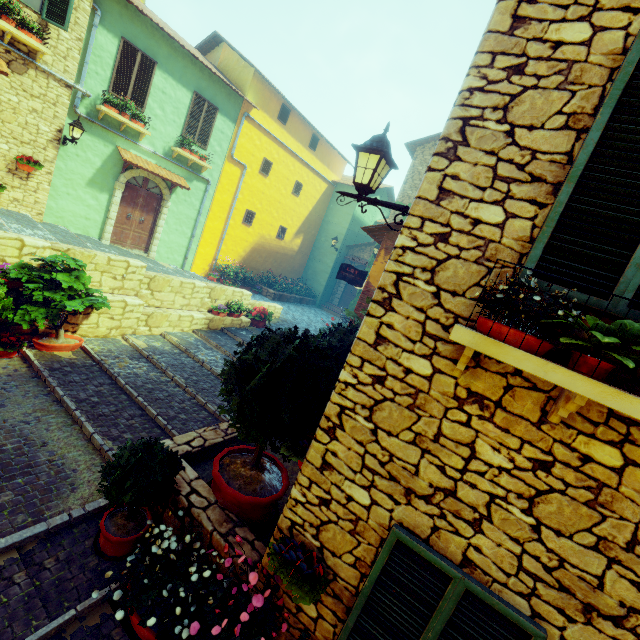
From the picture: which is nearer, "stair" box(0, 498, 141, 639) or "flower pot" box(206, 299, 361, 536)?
"stair" box(0, 498, 141, 639)

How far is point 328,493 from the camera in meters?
2.9 m

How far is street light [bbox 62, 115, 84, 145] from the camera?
9.3m

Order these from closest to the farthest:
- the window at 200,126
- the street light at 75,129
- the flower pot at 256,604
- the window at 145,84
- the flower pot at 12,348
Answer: the flower pot at 256,604 → the flower pot at 12,348 → the street light at 75,129 → the window at 145,84 → the window at 200,126

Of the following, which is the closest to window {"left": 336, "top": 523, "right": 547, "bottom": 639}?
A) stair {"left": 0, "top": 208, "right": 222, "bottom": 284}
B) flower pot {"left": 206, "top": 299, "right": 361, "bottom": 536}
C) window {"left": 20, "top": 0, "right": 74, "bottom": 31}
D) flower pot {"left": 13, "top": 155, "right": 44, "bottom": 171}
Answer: flower pot {"left": 206, "top": 299, "right": 361, "bottom": 536}

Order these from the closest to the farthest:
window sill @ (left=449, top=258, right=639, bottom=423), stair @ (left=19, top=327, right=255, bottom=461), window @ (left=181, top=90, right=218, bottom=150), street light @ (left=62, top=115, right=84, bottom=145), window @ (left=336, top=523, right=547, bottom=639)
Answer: window sill @ (left=449, top=258, right=639, bottom=423), window @ (left=336, top=523, right=547, bottom=639), stair @ (left=19, top=327, right=255, bottom=461), street light @ (left=62, top=115, right=84, bottom=145), window @ (left=181, top=90, right=218, bottom=150)

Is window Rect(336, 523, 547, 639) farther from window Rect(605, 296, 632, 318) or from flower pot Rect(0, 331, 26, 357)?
flower pot Rect(0, 331, 26, 357)

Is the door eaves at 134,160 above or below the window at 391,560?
above
